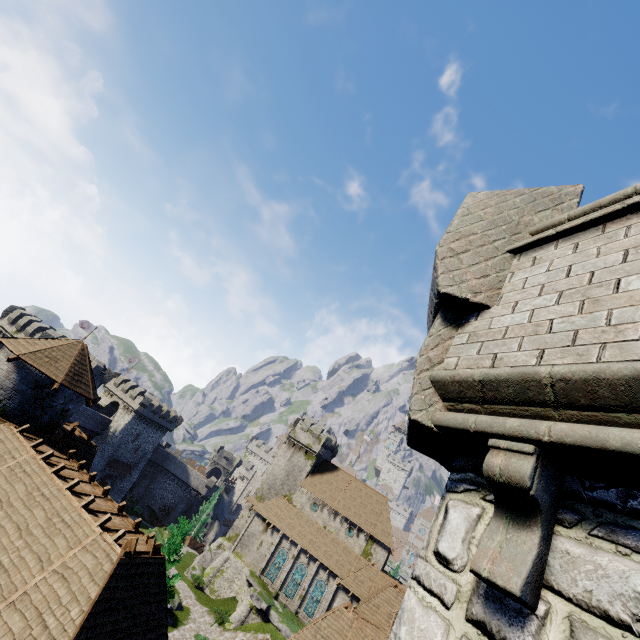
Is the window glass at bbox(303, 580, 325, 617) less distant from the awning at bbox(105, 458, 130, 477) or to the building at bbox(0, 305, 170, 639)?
the building at bbox(0, 305, 170, 639)

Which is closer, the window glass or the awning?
the window glass

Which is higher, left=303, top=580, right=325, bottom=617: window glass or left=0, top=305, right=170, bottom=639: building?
left=0, top=305, right=170, bottom=639: building

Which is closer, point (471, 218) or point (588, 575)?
point (588, 575)

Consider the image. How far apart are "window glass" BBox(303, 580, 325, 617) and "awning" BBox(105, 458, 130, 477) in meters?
36.3

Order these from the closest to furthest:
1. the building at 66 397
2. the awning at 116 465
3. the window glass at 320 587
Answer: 1. the building at 66 397
2. the window glass at 320 587
3. the awning at 116 465

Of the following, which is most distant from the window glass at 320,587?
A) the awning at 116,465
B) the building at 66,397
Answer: the awning at 116,465
